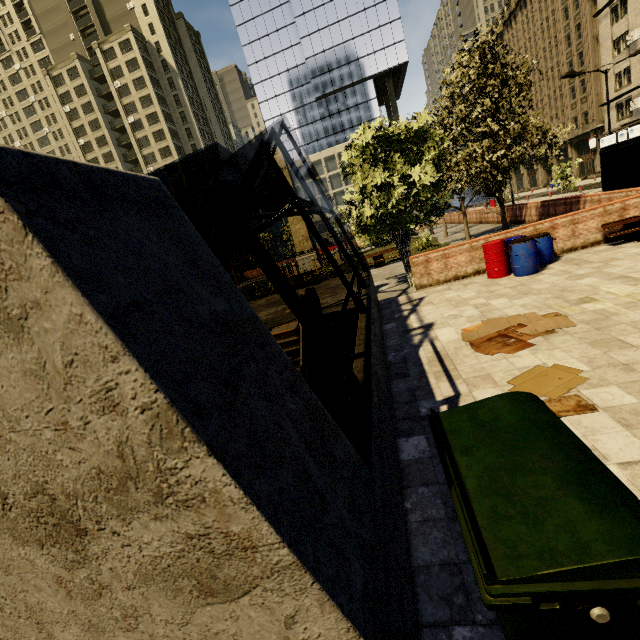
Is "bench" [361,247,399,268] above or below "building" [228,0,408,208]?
below

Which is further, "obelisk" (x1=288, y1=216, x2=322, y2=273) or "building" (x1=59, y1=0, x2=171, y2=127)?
"building" (x1=59, y1=0, x2=171, y2=127)

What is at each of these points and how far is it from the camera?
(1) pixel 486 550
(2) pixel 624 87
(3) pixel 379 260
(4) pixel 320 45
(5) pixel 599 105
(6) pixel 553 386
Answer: (1) dumpster, 1.6m
(2) building, 33.8m
(3) bench, 20.2m
(4) building, 52.8m
(5) building, 37.1m
(6) cardboard, 4.3m

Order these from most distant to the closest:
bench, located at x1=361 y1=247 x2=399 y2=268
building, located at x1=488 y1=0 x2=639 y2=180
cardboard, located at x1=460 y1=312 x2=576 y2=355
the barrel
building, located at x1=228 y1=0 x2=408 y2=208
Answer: building, located at x1=228 y1=0 x2=408 y2=208 → building, located at x1=488 y1=0 x2=639 y2=180 → bench, located at x1=361 y1=247 x2=399 y2=268 → the barrel → cardboard, located at x1=460 y1=312 x2=576 y2=355

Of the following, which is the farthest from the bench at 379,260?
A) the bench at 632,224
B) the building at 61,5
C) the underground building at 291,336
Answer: the building at 61,5

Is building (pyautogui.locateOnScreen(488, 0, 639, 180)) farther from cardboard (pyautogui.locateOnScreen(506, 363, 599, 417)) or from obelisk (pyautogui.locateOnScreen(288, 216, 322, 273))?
obelisk (pyautogui.locateOnScreen(288, 216, 322, 273))

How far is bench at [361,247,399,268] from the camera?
20.08m

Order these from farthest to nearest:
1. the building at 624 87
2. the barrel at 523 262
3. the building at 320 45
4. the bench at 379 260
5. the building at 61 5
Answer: the building at 61 5 < the building at 320 45 < the building at 624 87 < the bench at 379 260 < the barrel at 523 262
